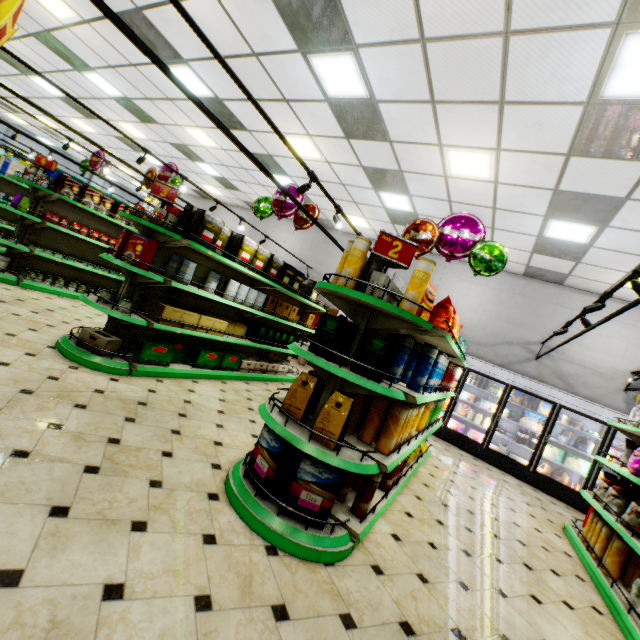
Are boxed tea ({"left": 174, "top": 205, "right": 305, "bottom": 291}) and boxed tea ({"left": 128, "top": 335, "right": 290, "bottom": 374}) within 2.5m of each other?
yes

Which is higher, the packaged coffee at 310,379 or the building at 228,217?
the building at 228,217

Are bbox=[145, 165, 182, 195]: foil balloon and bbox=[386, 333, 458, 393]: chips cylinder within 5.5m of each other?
no

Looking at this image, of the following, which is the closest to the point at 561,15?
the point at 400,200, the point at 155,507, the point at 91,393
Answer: the point at 400,200

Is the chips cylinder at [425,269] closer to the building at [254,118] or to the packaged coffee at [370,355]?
the packaged coffee at [370,355]

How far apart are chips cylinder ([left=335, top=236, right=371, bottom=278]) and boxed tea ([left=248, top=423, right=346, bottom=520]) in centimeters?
135cm

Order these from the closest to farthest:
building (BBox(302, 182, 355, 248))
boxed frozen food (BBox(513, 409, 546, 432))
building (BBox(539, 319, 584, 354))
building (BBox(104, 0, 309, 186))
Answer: building (BBox(104, 0, 309, 186))
boxed frozen food (BBox(513, 409, 546, 432))
building (BBox(539, 319, 584, 354))
building (BBox(302, 182, 355, 248))

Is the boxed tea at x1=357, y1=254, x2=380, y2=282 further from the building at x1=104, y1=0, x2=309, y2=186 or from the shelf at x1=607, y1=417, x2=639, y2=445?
the shelf at x1=607, y1=417, x2=639, y2=445
